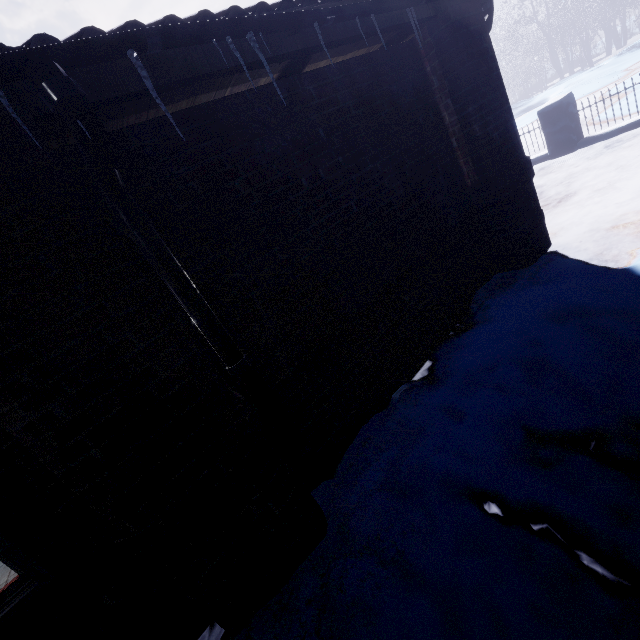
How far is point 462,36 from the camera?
2.39m

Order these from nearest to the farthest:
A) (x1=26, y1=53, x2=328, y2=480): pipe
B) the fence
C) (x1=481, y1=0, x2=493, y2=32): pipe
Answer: (x1=26, y1=53, x2=328, y2=480): pipe, (x1=481, y1=0, x2=493, y2=32): pipe, the fence

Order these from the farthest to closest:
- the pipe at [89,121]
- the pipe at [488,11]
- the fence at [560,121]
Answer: the fence at [560,121], the pipe at [488,11], the pipe at [89,121]

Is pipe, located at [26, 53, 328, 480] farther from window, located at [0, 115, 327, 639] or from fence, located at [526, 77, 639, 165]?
fence, located at [526, 77, 639, 165]

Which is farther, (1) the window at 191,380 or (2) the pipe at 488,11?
(2) the pipe at 488,11

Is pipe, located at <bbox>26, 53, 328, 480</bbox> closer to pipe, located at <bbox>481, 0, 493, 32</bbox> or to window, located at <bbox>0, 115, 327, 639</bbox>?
window, located at <bbox>0, 115, 327, 639</bbox>

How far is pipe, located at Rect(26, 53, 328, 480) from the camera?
1.02m

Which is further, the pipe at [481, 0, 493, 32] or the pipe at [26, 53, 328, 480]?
the pipe at [481, 0, 493, 32]
